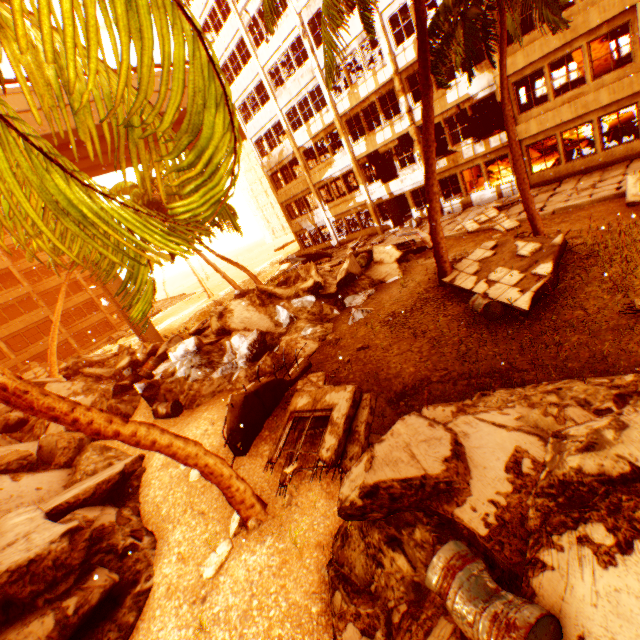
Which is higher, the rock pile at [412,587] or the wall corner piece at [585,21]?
the wall corner piece at [585,21]

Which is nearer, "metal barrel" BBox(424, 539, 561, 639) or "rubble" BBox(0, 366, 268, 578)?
"metal barrel" BBox(424, 539, 561, 639)

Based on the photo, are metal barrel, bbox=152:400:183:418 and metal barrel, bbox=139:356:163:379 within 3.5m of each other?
yes

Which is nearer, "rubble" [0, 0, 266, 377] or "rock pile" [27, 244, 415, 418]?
"rubble" [0, 0, 266, 377]

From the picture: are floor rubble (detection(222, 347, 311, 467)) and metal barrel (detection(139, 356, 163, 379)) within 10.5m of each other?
yes

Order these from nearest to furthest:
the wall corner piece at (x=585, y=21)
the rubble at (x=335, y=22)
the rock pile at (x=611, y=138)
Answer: the rubble at (x=335, y=22), the wall corner piece at (x=585, y=21), the rock pile at (x=611, y=138)

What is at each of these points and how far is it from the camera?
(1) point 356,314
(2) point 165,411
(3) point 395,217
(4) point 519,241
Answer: (1) rock pile, 11.28m
(2) metal barrel, 10.11m
(3) door, 23.44m
(4) floor rubble, 9.79m

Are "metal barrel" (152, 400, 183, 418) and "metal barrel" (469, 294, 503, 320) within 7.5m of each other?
no
